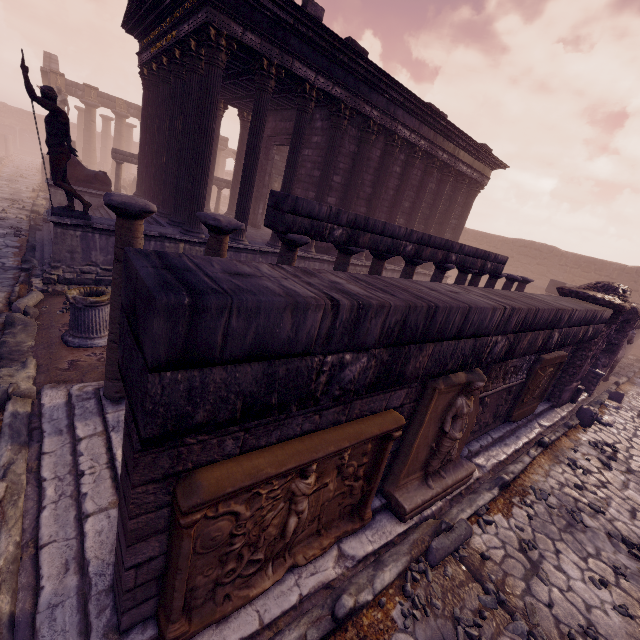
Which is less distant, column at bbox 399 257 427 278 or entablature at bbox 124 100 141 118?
column at bbox 399 257 427 278

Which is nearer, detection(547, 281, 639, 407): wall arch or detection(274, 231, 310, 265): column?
detection(274, 231, 310, 265): column

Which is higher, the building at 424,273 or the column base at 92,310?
the building at 424,273

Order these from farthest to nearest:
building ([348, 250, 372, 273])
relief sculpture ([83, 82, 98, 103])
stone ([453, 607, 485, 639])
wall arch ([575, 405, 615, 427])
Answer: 1. relief sculpture ([83, 82, 98, 103])
2. building ([348, 250, 372, 273])
3. wall arch ([575, 405, 615, 427])
4. stone ([453, 607, 485, 639])

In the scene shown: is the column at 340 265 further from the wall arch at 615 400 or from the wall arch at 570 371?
the wall arch at 615 400

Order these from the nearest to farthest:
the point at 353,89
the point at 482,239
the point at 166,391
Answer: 1. the point at 166,391
2. the point at 353,89
3. the point at 482,239

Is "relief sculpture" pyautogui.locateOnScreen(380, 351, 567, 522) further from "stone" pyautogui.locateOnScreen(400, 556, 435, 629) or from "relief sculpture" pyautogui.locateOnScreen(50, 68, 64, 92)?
"relief sculpture" pyautogui.locateOnScreen(50, 68, 64, 92)

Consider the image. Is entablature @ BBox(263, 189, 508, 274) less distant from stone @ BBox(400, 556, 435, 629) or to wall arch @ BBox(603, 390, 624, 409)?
stone @ BBox(400, 556, 435, 629)
